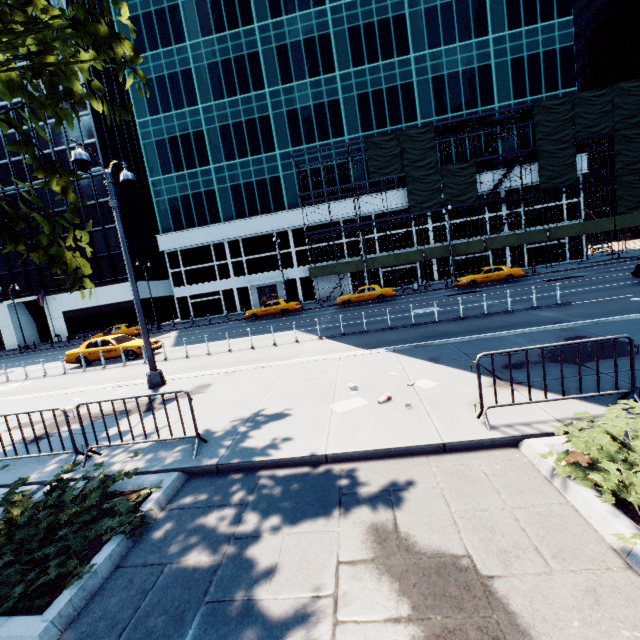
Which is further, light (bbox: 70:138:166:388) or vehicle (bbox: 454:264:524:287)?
vehicle (bbox: 454:264:524:287)

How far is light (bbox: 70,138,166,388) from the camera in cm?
878

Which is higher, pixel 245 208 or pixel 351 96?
pixel 351 96

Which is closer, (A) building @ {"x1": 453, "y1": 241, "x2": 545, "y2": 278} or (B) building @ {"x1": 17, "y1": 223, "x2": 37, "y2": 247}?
(A) building @ {"x1": 453, "y1": 241, "x2": 545, "y2": 278}

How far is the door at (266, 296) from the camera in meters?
39.2

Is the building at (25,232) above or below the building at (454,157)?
above

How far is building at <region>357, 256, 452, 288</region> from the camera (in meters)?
36.84
